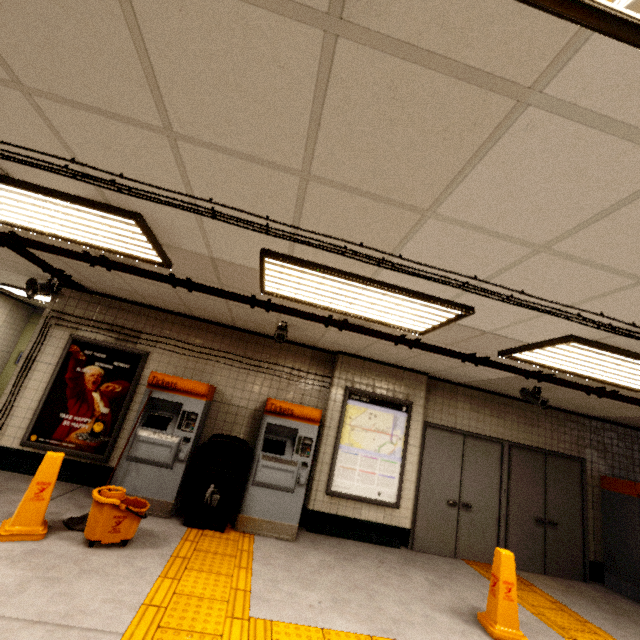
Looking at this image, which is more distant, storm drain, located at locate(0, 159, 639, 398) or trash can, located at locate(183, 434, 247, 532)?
trash can, located at locate(183, 434, 247, 532)

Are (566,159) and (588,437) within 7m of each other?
no

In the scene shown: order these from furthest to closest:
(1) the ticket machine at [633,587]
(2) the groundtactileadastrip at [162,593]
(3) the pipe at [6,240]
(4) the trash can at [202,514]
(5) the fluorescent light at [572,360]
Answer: (1) the ticket machine at [633,587], (4) the trash can at [202,514], (3) the pipe at [6,240], (5) the fluorescent light at [572,360], (2) the groundtactileadastrip at [162,593]

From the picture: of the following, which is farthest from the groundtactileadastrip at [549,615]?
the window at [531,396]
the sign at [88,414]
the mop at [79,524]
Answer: the window at [531,396]

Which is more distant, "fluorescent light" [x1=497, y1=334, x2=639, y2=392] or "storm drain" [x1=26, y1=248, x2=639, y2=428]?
"storm drain" [x1=26, y1=248, x2=639, y2=428]

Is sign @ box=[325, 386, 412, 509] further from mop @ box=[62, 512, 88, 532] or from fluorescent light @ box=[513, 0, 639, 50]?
fluorescent light @ box=[513, 0, 639, 50]

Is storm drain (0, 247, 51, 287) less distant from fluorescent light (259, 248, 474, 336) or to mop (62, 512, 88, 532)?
fluorescent light (259, 248, 474, 336)

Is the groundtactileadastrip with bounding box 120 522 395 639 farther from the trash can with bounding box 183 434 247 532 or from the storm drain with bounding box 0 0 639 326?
the storm drain with bounding box 0 0 639 326
